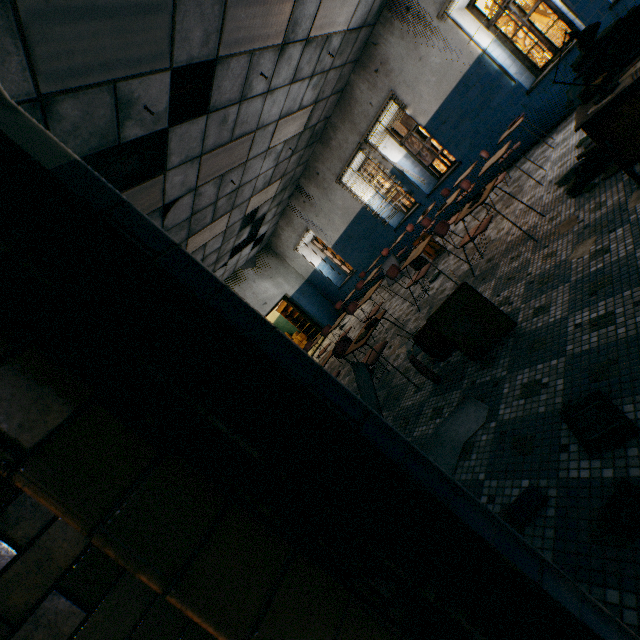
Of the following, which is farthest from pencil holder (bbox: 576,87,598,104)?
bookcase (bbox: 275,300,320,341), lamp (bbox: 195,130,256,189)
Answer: bookcase (bbox: 275,300,320,341)

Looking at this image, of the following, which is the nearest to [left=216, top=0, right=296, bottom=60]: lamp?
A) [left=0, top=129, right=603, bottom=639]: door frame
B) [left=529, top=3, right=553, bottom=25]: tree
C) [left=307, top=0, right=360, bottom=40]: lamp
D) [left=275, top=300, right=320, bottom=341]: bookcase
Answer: [left=307, top=0, right=360, bottom=40]: lamp

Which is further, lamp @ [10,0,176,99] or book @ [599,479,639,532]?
lamp @ [10,0,176,99]

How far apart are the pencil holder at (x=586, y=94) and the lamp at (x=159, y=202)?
4.6 meters

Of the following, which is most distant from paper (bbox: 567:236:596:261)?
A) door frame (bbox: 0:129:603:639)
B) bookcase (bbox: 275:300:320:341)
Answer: bookcase (bbox: 275:300:320:341)

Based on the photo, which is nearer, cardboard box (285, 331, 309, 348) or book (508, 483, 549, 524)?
book (508, 483, 549, 524)

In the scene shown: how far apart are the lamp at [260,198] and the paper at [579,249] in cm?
656

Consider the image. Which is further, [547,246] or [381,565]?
[547,246]
